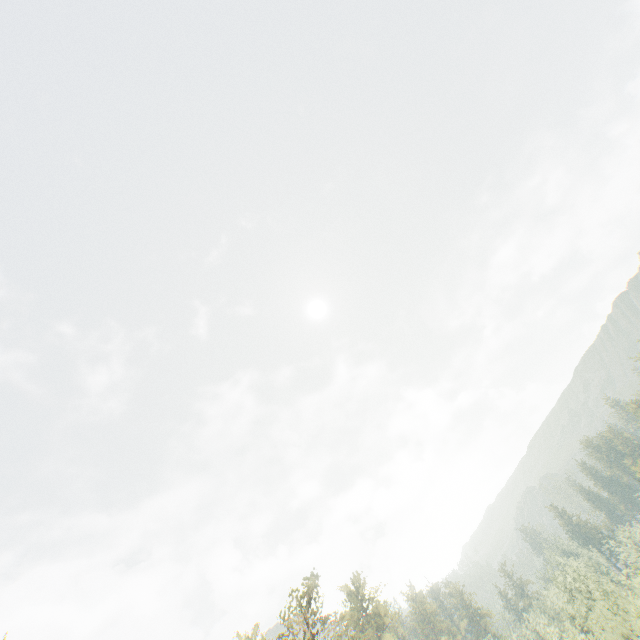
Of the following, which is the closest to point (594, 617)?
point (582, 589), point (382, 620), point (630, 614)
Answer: point (630, 614)

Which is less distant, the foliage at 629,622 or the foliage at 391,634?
the foliage at 391,634

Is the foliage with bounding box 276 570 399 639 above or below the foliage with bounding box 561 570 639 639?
above

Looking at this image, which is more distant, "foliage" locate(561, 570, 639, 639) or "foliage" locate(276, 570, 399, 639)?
"foliage" locate(561, 570, 639, 639)

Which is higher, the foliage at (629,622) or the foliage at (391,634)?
the foliage at (391,634)
